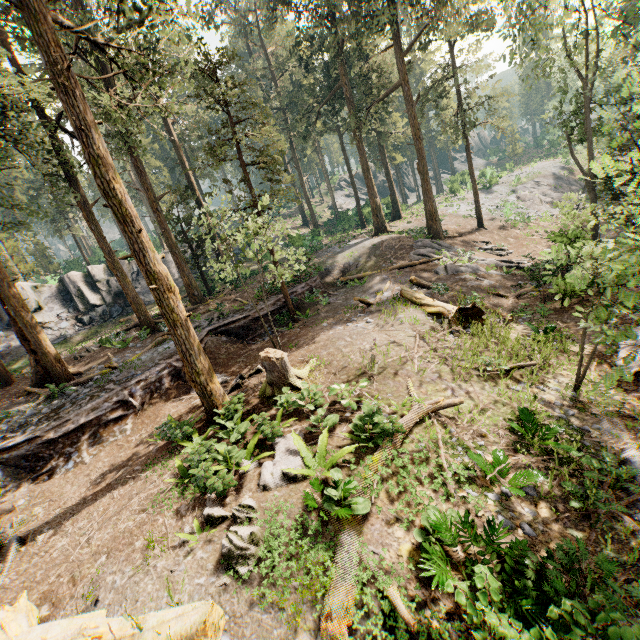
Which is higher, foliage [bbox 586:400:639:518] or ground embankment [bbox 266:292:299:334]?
ground embankment [bbox 266:292:299:334]

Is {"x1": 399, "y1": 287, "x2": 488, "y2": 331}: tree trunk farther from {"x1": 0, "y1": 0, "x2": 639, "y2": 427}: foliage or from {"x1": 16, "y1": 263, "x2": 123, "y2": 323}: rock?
{"x1": 16, "y1": 263, "x2": 123, "y2": 323}: rock

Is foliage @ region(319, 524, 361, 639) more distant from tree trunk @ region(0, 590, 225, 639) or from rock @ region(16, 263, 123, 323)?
tree trunk @ region(0, 590, 225, 639)

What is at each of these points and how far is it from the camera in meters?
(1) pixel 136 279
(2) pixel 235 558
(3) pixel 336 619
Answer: (1) rock, 33.1 m
(2) foliage, 5.8 m
(3) foliage, 5.1 m

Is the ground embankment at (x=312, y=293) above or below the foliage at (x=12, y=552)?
above

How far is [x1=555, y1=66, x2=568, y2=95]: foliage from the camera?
20.55m

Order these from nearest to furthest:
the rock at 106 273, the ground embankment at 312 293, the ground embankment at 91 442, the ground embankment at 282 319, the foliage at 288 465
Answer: the foliage at 288 465 → the ground embankment at 91 442 → the ground embankment at 282 319 → the ground embankment at 312 293 → the rock at 106 273

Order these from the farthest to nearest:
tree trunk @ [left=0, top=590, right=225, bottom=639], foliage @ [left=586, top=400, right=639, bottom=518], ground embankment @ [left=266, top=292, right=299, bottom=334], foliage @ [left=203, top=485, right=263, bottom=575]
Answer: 1. ground embankment @ [left=266, top=292, right=299, bottom=334]
2. foliage @ [left=586, top=400, right=639, bottom=518]
3. foliage @ [left=203, top=485, right=263, bottom=575]
4. tree trunk @ [left=0, top=590, right=225, bottom=639]
